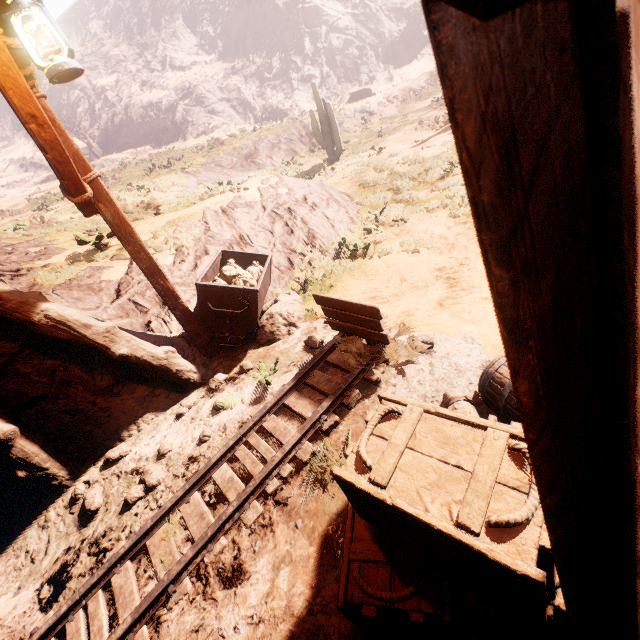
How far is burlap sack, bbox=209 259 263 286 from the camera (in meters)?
5.41

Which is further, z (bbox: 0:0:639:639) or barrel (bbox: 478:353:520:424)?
barrel (bbox: 478:353:520:424)

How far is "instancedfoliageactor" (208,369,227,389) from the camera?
4.95m

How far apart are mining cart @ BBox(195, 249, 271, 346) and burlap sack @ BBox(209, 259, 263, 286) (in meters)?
0.02

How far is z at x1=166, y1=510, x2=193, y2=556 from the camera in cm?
315

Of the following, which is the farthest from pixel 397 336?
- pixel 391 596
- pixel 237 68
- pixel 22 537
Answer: pixel 237 68

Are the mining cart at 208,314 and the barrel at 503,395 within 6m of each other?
yes

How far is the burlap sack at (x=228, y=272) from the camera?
5.4 meters
